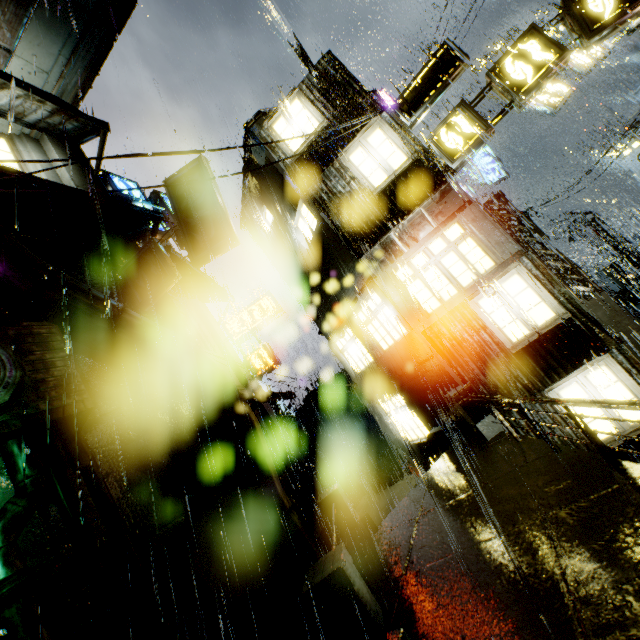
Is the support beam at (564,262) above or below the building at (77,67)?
below

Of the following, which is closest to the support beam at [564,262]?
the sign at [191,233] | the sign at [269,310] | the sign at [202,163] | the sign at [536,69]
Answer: the sign at [536,69]

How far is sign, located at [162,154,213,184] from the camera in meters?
10.1 m

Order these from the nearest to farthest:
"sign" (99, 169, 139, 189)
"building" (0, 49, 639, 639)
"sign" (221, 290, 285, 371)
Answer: "building" (0, 49, 639, 639)
"sign" (99, 169, 139, 189)
"sign" (221, 290, 285, 371)

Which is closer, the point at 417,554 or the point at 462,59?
the point at 417,554

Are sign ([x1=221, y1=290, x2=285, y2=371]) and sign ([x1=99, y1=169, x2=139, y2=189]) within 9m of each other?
yes

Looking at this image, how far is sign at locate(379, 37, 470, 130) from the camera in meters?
9.3

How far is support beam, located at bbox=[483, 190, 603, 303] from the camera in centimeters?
1582cm
